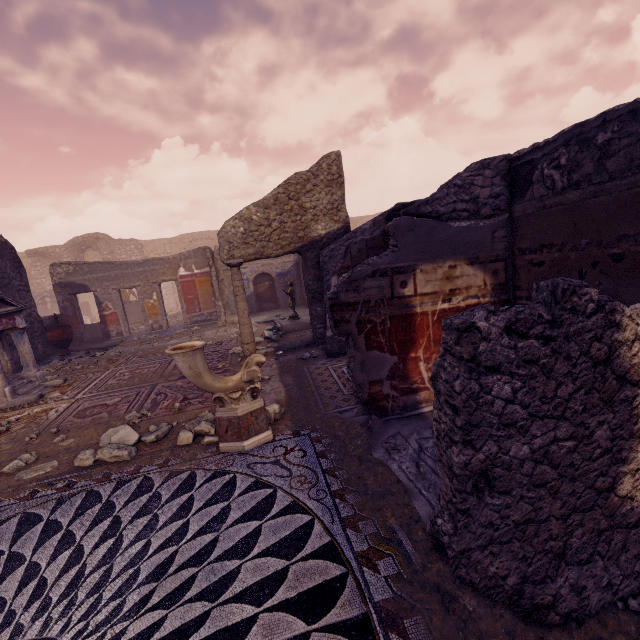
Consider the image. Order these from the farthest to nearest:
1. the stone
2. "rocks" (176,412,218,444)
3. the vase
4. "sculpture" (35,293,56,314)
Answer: "sculpture" (35,293,56,314) < the vase < "rocks" (176,412,218,444) < the stone

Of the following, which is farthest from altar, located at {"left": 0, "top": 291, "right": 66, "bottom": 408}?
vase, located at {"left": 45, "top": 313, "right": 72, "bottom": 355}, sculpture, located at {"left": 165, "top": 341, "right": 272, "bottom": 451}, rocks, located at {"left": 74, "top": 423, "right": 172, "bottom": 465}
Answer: sculpture, located at {"left": 165, "top": 341, "right": 272, "bottom": 451}

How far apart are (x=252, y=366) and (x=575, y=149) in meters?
3.8

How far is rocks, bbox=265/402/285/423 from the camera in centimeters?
410cm

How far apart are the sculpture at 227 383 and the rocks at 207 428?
0.1m

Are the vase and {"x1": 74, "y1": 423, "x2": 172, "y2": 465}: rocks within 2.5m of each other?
no

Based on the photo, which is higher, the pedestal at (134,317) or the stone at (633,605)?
the pedestal at (134,317)

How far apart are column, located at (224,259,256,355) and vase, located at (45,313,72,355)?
6.8m
